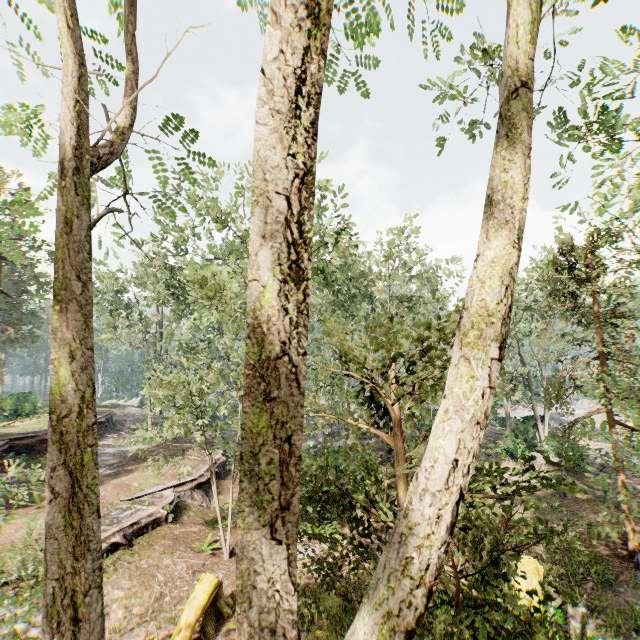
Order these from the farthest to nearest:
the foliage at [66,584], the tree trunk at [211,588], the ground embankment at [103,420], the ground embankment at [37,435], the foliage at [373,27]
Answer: the ground embankment at [103,420] < the ground embankment at [37,435] < the tree trunk at [211,588] < the foliage at [373,27] < the foliage at [66,584]

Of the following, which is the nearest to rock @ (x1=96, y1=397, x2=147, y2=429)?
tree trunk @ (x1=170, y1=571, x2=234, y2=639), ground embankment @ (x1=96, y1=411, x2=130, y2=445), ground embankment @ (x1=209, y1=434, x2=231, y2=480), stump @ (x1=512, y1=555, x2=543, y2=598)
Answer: ground embankment @ (x1=96, y1=411, x2=130, y2=445)

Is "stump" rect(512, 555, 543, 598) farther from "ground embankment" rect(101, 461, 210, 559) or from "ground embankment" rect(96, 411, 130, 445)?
"ground embankment" rect(96, 411, 130, 445)

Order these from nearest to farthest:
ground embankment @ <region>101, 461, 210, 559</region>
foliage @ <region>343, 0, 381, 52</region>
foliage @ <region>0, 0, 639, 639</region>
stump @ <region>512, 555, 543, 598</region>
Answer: foliage @ <region>0, 0, 639, 639</region>
foliage @ <region>343, 0, 381, 52</region>
stump @ <region>512, 555, 543, 598</region>
ground embankment @ <region>101, 461, 210, 559</region>

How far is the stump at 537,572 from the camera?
10.1m

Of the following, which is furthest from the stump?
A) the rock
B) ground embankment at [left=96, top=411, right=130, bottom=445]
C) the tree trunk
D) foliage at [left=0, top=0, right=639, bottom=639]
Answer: the rock

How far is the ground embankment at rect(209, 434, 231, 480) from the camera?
23.48m

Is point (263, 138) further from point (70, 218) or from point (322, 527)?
point (322, 527)
